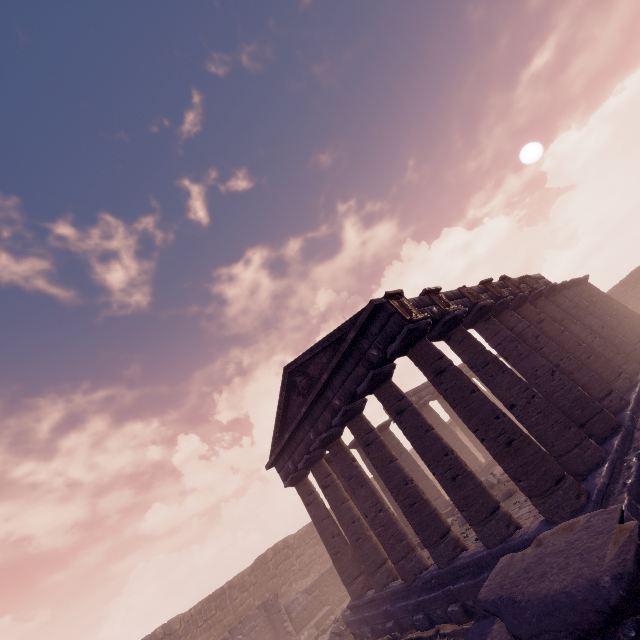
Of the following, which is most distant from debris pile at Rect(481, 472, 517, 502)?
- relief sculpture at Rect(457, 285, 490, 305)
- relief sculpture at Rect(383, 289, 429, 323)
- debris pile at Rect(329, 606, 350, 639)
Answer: relief sculpture at Rect(383, 289, 429, 323)

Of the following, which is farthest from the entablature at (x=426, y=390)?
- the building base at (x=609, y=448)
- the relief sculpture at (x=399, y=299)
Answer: the building base at (x=609, y=448)

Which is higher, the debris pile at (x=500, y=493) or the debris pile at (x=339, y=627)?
the debris pile at (x=500, y=493)

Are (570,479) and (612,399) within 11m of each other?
yes

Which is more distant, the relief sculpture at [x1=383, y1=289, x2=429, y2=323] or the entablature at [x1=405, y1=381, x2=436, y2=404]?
the entablature at [x1=405, y1=381, x2=436, y2=404]

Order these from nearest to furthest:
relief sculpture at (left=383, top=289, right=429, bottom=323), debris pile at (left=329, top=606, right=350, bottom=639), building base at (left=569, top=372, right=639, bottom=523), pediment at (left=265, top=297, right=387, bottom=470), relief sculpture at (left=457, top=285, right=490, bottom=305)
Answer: building base at (left=569, top=372, right=639, bottom=523), relief sculpture at (left=383, top=289, right=429, bottom=323), pediment at (left=265, top=297, right=387, bottom=470), relief sculpture at (left=457, top=285, right=490, bottom=305), debris pile at (left=329, top=606, right=350, bottom=639)

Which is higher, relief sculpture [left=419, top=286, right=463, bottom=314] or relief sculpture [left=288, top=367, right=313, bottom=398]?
relief sculpture [left=288, top=367, right=313, bottom=398]

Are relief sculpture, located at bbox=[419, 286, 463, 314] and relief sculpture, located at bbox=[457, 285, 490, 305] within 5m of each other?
yes
